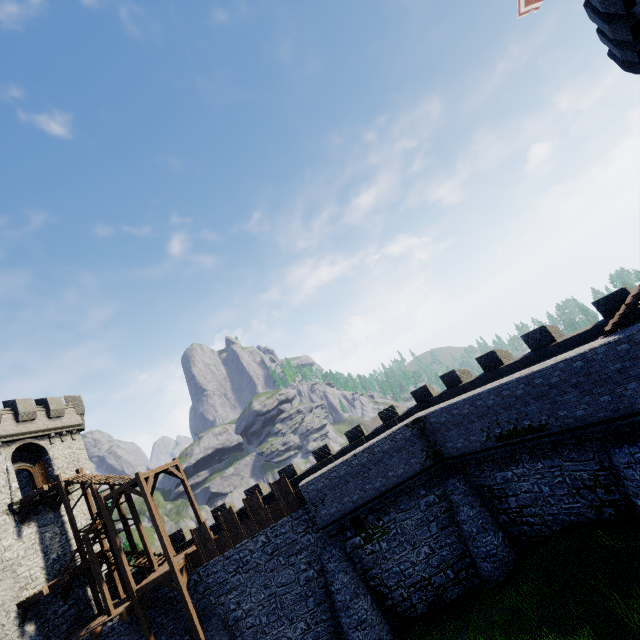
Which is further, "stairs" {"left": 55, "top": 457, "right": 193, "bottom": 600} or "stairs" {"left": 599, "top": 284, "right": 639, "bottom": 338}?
"stairs" {"left": 55, "top": 457, "right": 193, "bottom": 600}

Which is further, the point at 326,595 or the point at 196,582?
the point at 196,582

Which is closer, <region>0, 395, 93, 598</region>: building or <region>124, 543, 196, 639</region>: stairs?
<region>124, 543, 196, 639</region>: stairs

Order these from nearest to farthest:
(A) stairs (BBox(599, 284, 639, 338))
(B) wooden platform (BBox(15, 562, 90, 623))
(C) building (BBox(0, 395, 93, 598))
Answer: (A) stairs (BBox(599, 284, 639, 338)) → (B) wooden platform (BBox(15, 562, 90, 623)) → (C) building (BBox(0, 395, 93, 598))

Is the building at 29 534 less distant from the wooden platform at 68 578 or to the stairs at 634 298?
the wooden platform at 68 578

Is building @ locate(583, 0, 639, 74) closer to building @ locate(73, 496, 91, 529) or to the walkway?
the walkway

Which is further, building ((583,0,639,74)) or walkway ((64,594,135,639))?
walkway ((64,594,135,639))

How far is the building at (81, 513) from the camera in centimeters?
2564cm
